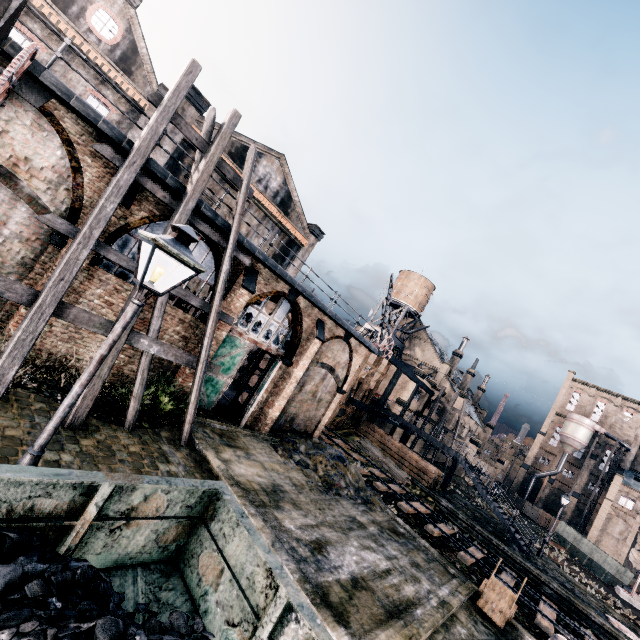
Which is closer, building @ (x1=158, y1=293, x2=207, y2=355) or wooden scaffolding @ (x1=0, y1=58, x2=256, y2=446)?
wooden scaffolding @ (x1=0, y1=58, x2=256, y2=446)

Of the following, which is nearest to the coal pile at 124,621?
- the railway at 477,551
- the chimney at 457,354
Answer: the railway at 477,551

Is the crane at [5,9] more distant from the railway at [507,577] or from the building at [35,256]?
the railway at [507,577]

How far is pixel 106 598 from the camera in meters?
3.1 m

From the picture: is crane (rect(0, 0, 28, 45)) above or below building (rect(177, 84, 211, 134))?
below

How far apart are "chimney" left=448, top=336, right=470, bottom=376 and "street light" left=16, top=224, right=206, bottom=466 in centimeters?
6026cm

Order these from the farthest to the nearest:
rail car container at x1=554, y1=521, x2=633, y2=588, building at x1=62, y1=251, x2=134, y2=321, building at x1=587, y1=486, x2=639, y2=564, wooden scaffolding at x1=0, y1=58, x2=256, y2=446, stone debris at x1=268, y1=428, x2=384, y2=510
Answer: building at x1=587, y1=486, x2=639, y2=564
rail car container at x1=554, y1=521, x2=633, y2=588
stone debris at x1=268, y1=428, x2=384, y2=510
building at x1=62, y1=251, x2=134, y2=321
wooden scaffolding at x1=0, y1=58, x2=256, y2=446

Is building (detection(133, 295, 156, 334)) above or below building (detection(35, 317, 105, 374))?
above
